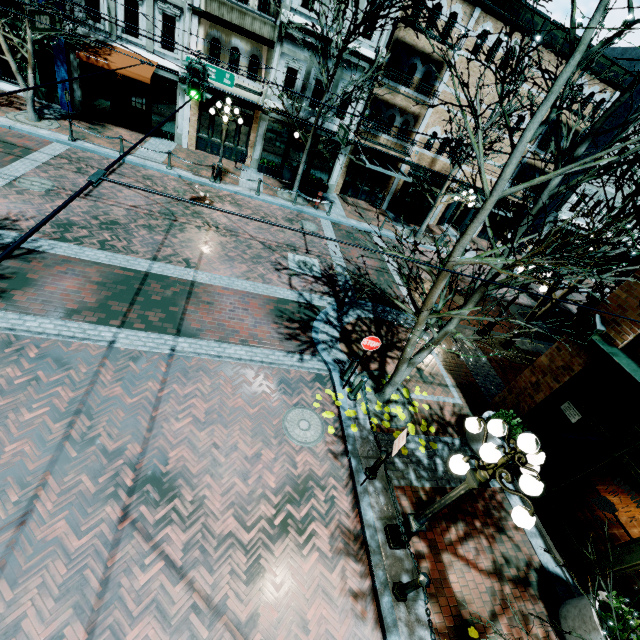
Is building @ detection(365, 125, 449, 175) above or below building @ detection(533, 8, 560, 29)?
below

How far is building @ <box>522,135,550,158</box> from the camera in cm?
2071

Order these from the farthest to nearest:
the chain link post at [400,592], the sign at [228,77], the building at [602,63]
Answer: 1. the building at [602,63]
2. the sign at [228,77]
3. the chain link post at [400,592]

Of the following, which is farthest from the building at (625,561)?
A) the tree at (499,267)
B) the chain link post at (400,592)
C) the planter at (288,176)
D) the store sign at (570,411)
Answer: the planter at (288,176)

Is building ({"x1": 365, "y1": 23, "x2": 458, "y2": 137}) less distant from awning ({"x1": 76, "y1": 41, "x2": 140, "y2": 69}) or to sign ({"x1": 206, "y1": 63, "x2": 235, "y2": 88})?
awning ({"x1": 76, "y1": 41, "x2": 140, "y2": 69})

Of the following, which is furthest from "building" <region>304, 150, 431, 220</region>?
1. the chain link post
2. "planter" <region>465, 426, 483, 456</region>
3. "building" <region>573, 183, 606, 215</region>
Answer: the chain link post

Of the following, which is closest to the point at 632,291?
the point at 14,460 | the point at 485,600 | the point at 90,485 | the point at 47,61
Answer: the point at 485,600

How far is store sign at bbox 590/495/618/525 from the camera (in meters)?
6.20
